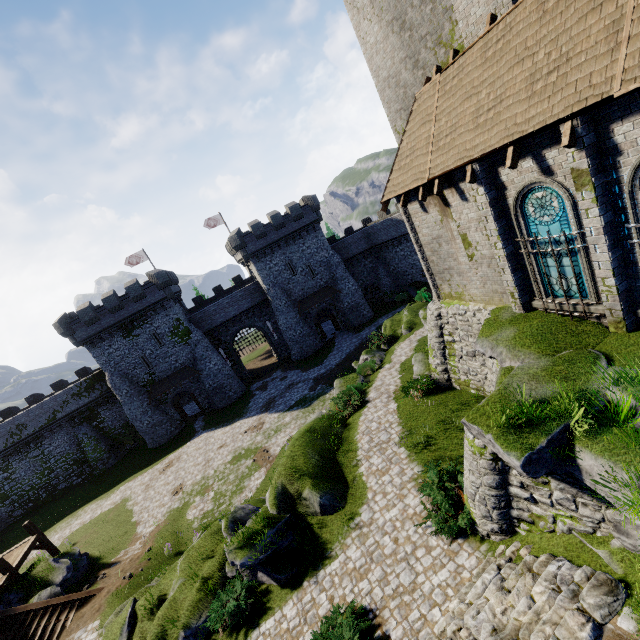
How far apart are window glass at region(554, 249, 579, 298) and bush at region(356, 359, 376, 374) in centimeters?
1407cm

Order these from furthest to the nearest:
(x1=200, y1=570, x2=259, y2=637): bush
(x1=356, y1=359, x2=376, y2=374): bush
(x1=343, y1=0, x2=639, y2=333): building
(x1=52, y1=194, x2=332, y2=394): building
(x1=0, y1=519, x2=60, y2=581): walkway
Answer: (x1=52, y1=194, x2=332, y2=394): building < (x1=356, y1=359, x2=376, y2=374): bush < (x1=0, y1=519, x2=60, y2=581): walkway < (x1=200, y1=570, x2=259, y2=637): bush < (x1=343, y1=0, x2=639, y2=333): building

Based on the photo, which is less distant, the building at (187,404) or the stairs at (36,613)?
the stairs at (36,613)

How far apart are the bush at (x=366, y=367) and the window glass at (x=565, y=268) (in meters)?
14.07

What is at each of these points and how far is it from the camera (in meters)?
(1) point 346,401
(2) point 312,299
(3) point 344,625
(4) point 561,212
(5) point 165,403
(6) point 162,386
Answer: (1) bush, 20.48
(2) awning, 40.53
(3) bush, 8.92
(4) window glass, 9.12
(5) building, 37.06
(6) awning, 36.16

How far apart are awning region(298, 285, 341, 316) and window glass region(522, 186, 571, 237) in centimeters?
3030cm

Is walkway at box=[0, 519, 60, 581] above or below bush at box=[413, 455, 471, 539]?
above

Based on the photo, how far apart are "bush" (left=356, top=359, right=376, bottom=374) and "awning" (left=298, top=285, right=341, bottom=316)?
15.4 meters
